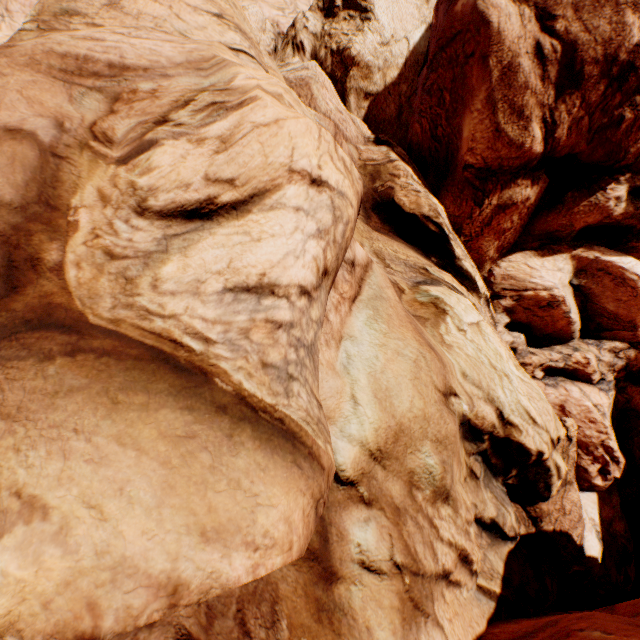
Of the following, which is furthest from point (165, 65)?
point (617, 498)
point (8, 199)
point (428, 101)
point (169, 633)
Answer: point (617, 498)
